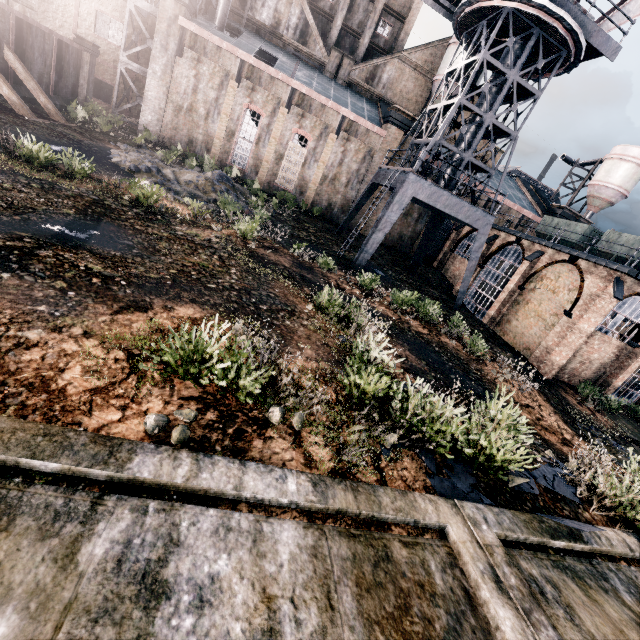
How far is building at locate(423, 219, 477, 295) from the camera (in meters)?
35.29

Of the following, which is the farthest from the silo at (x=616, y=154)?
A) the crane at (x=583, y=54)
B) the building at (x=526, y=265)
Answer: the crane at (x=583, y=54)

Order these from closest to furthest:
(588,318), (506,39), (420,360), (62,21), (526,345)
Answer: (420,360)
(588,318)
(506,39)
(526,345)
(62,21)

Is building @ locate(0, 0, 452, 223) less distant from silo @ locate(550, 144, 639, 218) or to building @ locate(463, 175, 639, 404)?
building @ locate(463, 175, 639, 404)

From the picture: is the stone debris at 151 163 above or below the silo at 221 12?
below

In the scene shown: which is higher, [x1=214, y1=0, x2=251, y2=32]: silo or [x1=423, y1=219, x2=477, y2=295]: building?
[x1=214, y1=0, x2=251, y2=32]: silo

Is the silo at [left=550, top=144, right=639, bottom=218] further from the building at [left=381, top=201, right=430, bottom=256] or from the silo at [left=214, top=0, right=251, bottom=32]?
the silo at [left=214, top=0, right=251, bottom=32]
